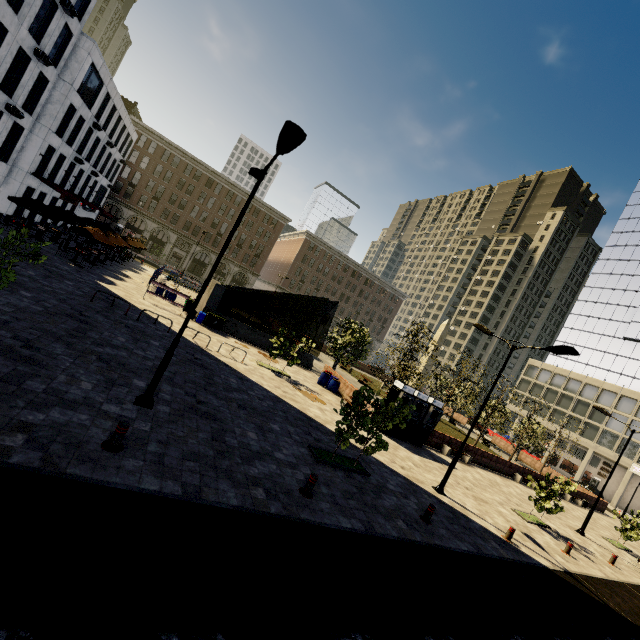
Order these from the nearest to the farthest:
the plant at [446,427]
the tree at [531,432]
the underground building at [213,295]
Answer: the underground building at [213,295] < the tree at [531,432] < the plant at [446,427]

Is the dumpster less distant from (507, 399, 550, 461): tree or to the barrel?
(507, 399, 550, 461): tree

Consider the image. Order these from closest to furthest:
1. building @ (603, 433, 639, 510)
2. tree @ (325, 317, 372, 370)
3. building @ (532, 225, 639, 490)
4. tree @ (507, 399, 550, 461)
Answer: tree @ (325, 317, 372, 370) < tree @ (507, 399, 550, 461) < building @ (603, 433, 639, 510) < building @ (532, 225, 639, 490)

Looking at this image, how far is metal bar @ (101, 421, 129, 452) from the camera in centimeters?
671cm

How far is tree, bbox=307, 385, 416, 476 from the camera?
11.37m

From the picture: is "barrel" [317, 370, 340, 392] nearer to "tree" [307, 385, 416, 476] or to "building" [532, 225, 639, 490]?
"tree" [307, 385, 416, 476]

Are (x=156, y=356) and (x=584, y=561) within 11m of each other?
no

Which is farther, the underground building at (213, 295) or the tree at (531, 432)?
the tree at (531, 432)
